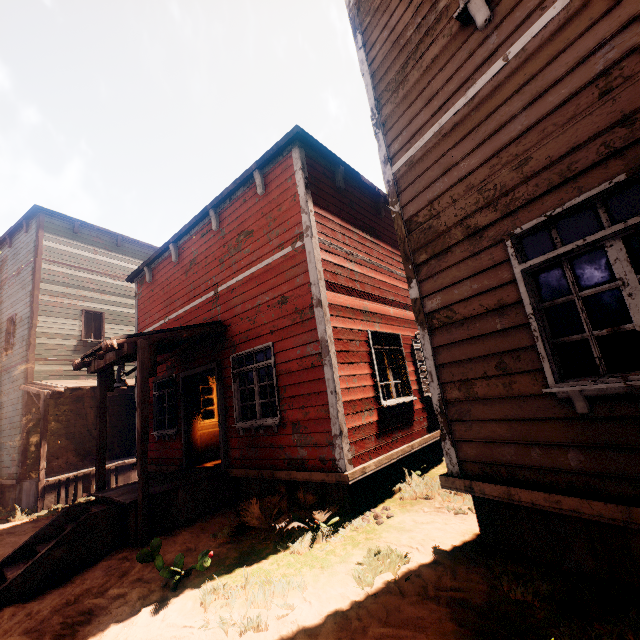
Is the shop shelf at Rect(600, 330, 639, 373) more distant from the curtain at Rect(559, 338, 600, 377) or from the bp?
the bp

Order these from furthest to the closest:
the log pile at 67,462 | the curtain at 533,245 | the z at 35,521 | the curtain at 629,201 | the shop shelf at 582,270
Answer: the log pile at 67,462
the z at 35,521
the shop shelf at 582,270
the curtain at 533,245
the curtain at 629,201

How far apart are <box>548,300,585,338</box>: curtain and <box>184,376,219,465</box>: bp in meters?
7.8

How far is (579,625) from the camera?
2.3 meters

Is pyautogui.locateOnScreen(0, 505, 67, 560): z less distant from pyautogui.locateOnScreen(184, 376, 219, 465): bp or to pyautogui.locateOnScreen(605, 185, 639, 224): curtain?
pyautogui.locateOnScreen(605, 185, 639, 224): curtain

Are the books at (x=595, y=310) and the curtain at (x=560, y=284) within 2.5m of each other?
no

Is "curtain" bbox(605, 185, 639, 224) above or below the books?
above

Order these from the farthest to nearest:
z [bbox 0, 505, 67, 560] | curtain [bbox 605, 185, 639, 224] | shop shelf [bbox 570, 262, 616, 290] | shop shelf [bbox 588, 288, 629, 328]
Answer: z [bbox 0, 505, 67, 560] < shop shelf [bbox 588, 288, 629, 328] < shop shelf [bbox 570, 262, 616, 290] < curtain [bbox 605, 185, 639, 224]
